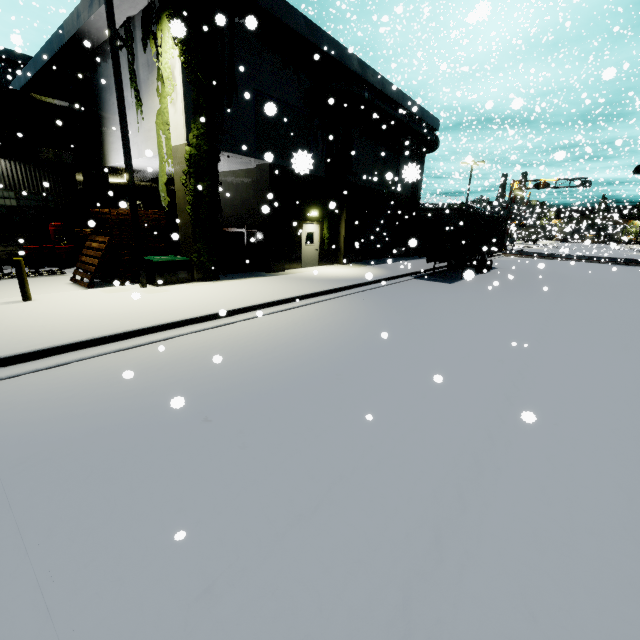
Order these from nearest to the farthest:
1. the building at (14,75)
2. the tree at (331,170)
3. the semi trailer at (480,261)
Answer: the building at (14,75)
the tree at (331,170)
the semi trailer at (480,261)

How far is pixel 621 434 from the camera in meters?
4.3

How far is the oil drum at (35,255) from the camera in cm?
1491

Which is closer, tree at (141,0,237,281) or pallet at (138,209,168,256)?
tree at (141,0,237,281)

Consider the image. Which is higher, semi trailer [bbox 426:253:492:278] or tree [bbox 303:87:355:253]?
tree [bbox 303:87:355:253]

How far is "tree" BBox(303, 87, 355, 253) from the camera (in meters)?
16.20

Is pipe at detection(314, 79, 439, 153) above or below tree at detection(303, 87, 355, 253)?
above

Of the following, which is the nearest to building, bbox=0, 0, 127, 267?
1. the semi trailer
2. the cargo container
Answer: the cargo container
